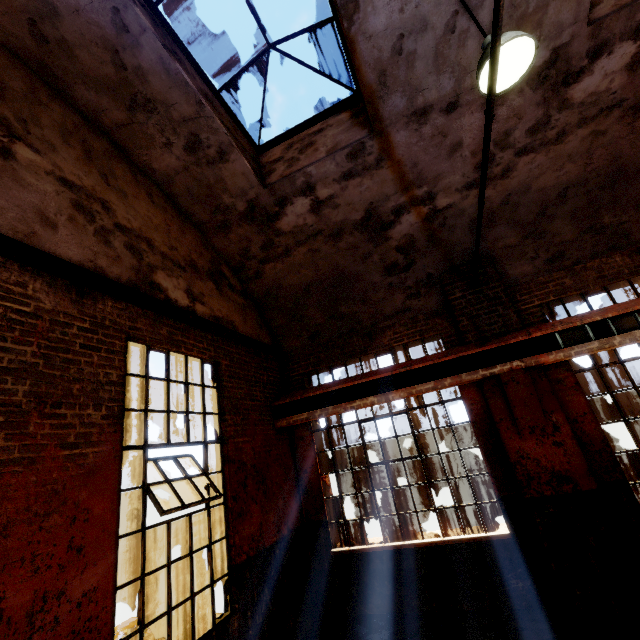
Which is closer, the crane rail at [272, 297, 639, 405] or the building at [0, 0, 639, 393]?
the building at [0, 0, 639, 393]

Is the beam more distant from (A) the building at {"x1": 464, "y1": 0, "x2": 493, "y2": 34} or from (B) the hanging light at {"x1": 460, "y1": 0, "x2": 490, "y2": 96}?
(B) the hanging light at {"x1": 460, "y1": 0, "x2": 490, "y2": 96}

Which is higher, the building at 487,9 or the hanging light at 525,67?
the building at 487,9

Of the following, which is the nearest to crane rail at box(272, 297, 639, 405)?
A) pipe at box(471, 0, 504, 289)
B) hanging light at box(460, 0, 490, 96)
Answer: pipe at box(471, 0, 504, 289)

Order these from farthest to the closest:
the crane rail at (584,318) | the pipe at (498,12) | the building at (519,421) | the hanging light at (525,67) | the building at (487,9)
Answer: the crane rail at (584,318)
the building at (519,421)
the building at (487,9)
the hanging light at (525,67)
the pipe at (498,12)

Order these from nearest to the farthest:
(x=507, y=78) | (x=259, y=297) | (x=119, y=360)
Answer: (x=507, y=78)
(x=119, y=360)
(x=259, y=297)
